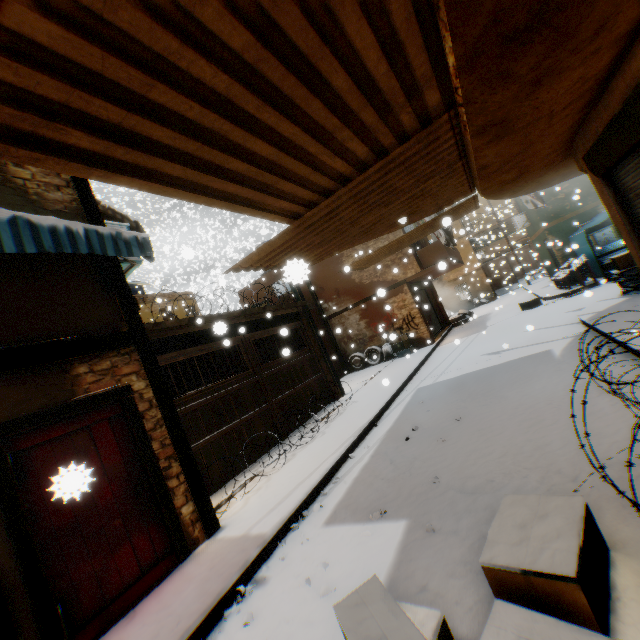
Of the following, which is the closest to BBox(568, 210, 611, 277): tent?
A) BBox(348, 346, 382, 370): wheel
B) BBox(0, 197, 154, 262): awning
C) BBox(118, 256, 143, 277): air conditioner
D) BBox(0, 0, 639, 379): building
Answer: BBox(0, 0, 639, 379): building

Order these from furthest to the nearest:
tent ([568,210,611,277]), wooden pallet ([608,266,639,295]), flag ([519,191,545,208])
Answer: tent ([568,210,611,277]) → flag ([519,191,545,208]) → wooden pallet ([608,266,639,295])

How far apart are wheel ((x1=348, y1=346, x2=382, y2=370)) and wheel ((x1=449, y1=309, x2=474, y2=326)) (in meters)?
3.91

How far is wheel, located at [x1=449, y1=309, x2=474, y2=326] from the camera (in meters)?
19.73

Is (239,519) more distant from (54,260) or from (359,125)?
(359,125)

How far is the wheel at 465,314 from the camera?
19.73m

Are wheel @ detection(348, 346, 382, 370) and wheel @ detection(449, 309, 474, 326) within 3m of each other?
no

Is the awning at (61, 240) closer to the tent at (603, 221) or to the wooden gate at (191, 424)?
the wooden gate at (191, 424)
